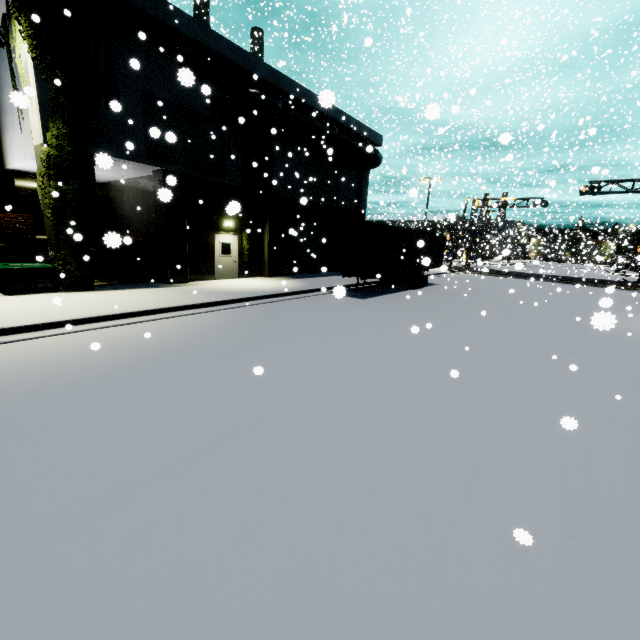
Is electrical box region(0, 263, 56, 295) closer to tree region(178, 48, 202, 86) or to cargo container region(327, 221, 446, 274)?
tree region(178, 48, 202, 86)

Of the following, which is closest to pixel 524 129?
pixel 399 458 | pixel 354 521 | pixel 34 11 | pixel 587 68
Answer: pixel 399 458

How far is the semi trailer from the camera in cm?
1636

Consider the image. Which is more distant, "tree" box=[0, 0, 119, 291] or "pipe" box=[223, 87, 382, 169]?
"pipe" box=[223, 87, 382, 169]

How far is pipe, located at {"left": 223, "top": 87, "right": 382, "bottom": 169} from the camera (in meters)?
15.30

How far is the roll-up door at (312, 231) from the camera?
21.56m

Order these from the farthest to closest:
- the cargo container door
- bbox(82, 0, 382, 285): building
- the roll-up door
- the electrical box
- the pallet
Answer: the roll-up door → the cargo container door → bbox(82, 0, 382, 285): building → the pallet → the electrical box

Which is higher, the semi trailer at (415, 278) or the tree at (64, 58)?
the tree at (64, 58)
